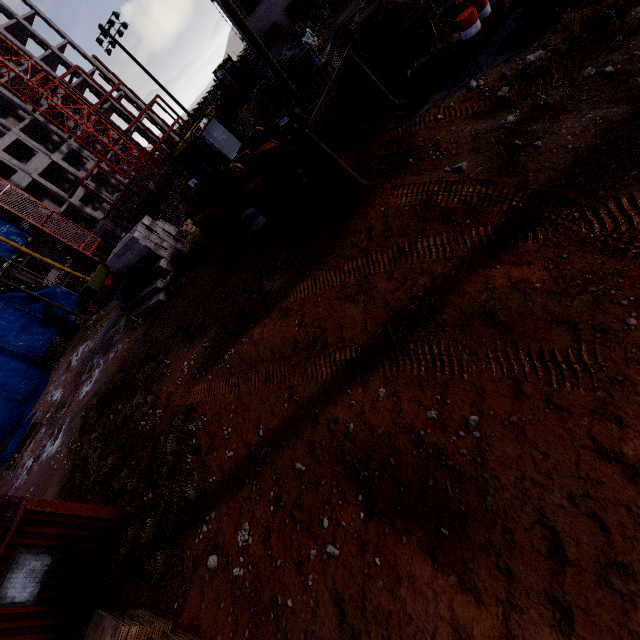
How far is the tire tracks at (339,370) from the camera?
5.42m

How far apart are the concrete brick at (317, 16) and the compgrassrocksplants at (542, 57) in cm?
3018

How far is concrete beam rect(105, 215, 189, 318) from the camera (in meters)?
18.56

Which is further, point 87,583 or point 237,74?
point 237,74

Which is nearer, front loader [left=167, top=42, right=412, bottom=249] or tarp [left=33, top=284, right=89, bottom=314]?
front loader [left=167, top=42, right=412, bottom=249]

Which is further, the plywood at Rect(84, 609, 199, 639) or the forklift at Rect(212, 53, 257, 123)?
the forklift at Rect(212, 53, 257, 123)

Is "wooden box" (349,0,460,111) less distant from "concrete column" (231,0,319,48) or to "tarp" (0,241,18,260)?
"concrete column" (231,0,319,48)

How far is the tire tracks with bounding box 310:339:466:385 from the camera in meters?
5.4 m
